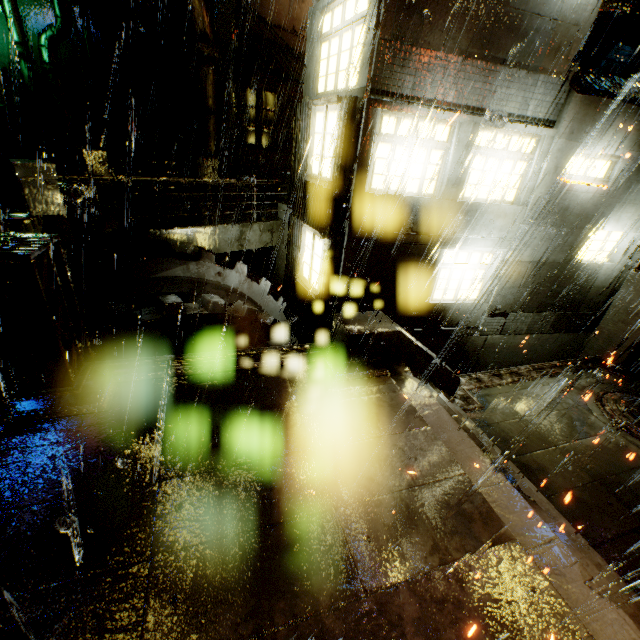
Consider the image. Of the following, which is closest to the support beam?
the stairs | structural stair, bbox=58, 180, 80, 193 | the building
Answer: the building

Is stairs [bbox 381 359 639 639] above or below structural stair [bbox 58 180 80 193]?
below

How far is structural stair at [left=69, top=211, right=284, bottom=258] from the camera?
7.8m

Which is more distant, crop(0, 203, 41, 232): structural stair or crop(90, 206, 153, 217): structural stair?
crop(90, 206, 153, 217): structural stair

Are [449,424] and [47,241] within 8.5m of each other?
yes

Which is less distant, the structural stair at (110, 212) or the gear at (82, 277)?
the gear at (82, 277)

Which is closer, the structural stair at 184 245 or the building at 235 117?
the building at 235 117

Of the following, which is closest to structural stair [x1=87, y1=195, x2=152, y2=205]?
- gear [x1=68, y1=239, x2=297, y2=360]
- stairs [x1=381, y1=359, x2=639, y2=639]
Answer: gear [x1=68, y1=239, x2=297, y2=360]
